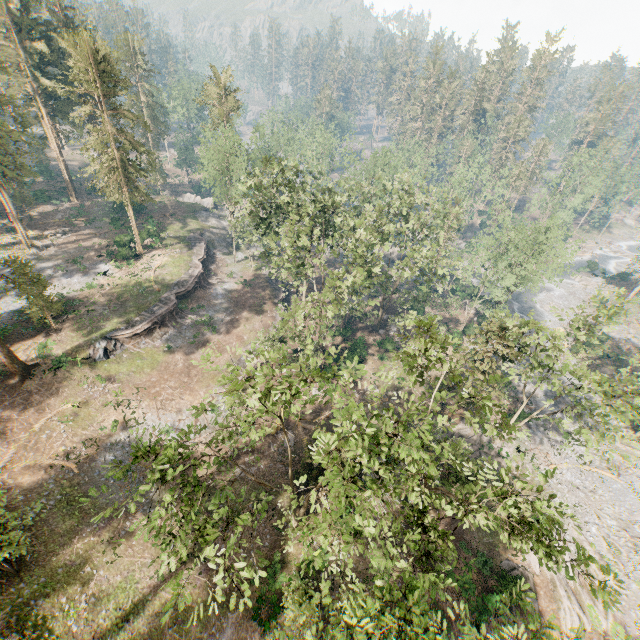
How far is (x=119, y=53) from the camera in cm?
5950

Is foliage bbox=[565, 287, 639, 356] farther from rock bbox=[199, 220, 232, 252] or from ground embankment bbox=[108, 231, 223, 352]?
ground embankment bbox=[108, 231, 223, 352]

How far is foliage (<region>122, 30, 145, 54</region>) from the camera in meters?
58.7 m

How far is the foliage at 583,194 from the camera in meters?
57.1 m

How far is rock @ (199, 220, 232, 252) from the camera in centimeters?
5534cm

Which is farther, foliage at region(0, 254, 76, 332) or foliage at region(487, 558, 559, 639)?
foliage at region(0, 254, 76, 332)

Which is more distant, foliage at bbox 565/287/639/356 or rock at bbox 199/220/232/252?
rock at bbox 199/220/232/252
